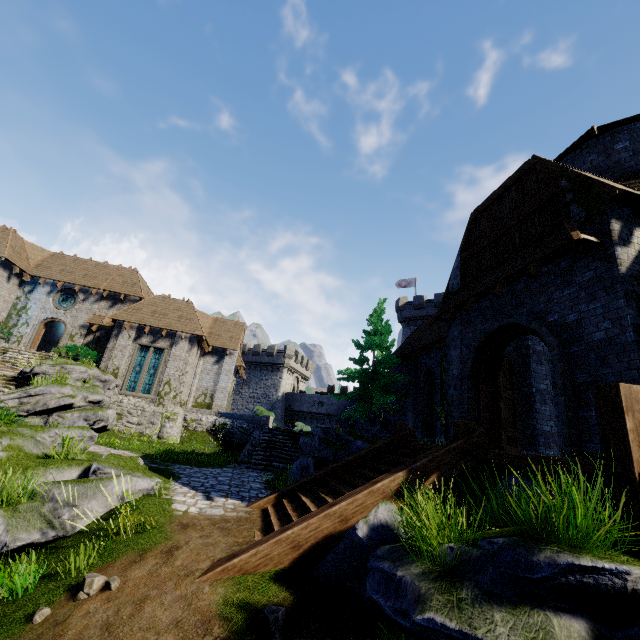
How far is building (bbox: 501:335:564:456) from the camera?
11.34m

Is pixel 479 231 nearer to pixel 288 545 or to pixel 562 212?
pixel 562 212

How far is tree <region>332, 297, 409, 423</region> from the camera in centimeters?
1938cm

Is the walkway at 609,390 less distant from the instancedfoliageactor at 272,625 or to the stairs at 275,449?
the instancedfoliageactor at 272,625

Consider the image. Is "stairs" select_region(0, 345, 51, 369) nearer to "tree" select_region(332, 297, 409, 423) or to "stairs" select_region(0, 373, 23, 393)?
"stairs" select_region(0, 373, 23, 393)

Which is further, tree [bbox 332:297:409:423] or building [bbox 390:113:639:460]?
tree [bbox 332:297:409:423]

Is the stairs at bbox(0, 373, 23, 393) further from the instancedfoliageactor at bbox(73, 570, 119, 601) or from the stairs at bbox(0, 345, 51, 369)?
the instancedfoliageactor at bbox(73, 570, 119, 601)

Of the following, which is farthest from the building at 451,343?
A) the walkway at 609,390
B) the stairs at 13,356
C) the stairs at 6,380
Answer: the stairs at 13,356
